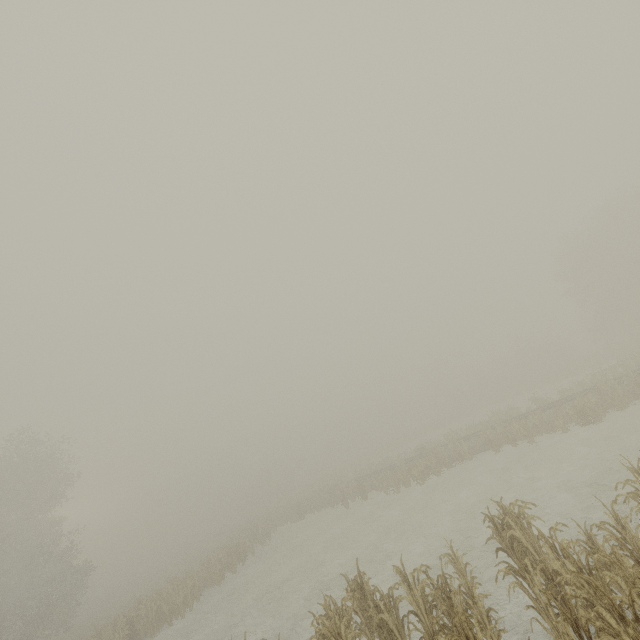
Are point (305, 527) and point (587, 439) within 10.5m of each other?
no

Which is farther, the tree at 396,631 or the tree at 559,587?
the tree at 396,631

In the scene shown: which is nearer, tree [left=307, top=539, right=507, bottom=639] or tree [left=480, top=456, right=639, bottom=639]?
tree [left=480, top=456, right=639, bottom=639]
